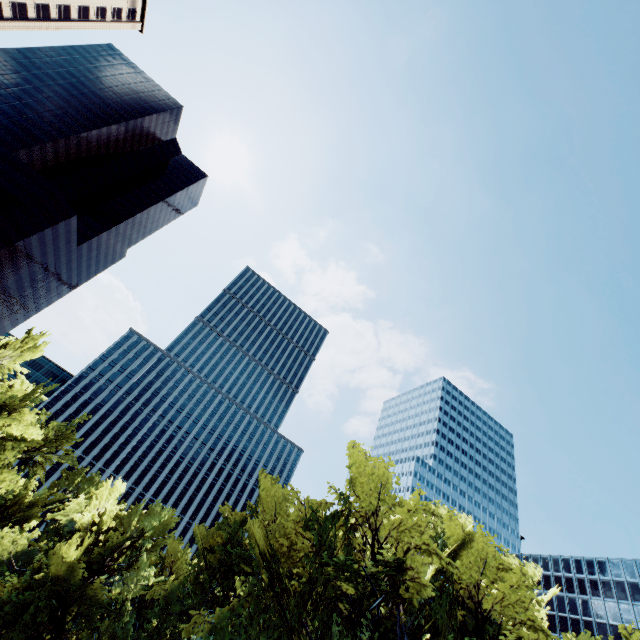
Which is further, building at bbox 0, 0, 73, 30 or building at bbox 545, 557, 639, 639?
building at bbox 0, 0, 73, 30

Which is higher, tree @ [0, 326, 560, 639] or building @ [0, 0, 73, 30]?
building @ [0, 0, 73, 30]

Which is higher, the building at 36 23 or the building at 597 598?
the building at 36 23

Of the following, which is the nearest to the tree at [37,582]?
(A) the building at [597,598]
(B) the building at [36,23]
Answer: (B) the building at [36,23]

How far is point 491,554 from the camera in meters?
17.5

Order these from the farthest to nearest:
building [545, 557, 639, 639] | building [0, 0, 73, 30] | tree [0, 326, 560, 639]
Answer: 1. building [0, 0, 73, 30]
2. building [545, 557, 639, 639]
3. tree [0, 326, 560, 639]

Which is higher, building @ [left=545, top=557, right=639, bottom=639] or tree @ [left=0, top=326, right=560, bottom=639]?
building @ [left=545, top=557, right=639, bottom=639]

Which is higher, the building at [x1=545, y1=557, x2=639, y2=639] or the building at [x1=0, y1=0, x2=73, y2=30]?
the building at [x1=0, y1=0, x2=73, y2=30]
